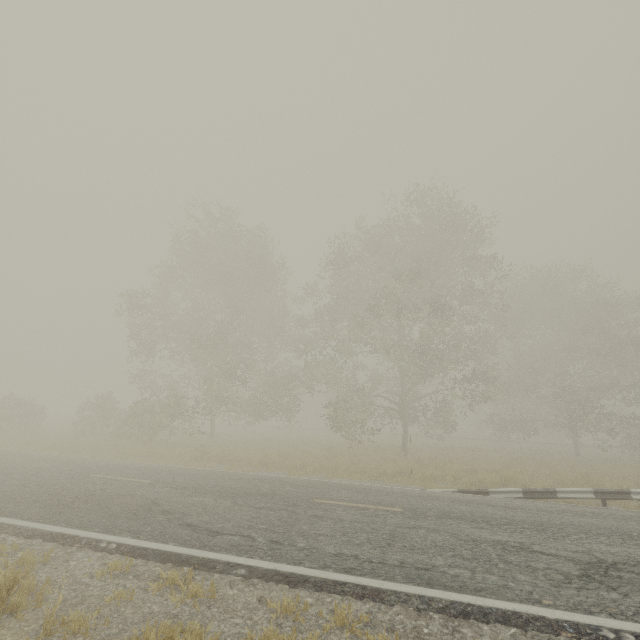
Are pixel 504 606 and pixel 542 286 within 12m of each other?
no

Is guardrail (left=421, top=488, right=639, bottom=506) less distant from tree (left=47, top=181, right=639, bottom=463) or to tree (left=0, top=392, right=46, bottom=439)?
tree (left=47, top=181, right=639, bottom=463)

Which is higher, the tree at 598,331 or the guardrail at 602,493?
the tree at 598,331

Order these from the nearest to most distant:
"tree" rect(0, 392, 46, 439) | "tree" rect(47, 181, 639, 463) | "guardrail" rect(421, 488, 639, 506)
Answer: "guardrail" rect(421, 488, 639, 506) < "tree" rect(47, 181, 639, 463) < "tree" rect(0, 392, 46, 439)

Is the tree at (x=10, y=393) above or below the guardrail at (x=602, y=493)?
above

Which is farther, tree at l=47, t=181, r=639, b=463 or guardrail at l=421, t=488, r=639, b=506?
tree at l=47, t=181, r=639, b=463

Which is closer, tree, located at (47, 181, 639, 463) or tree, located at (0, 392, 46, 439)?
tree, located at (47, 181, 639, 463)

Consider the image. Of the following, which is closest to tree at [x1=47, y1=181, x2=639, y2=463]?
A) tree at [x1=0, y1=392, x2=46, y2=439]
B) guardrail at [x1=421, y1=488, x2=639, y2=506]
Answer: guardrail at [x1=421, y1=488, x2=639, y2=506]
